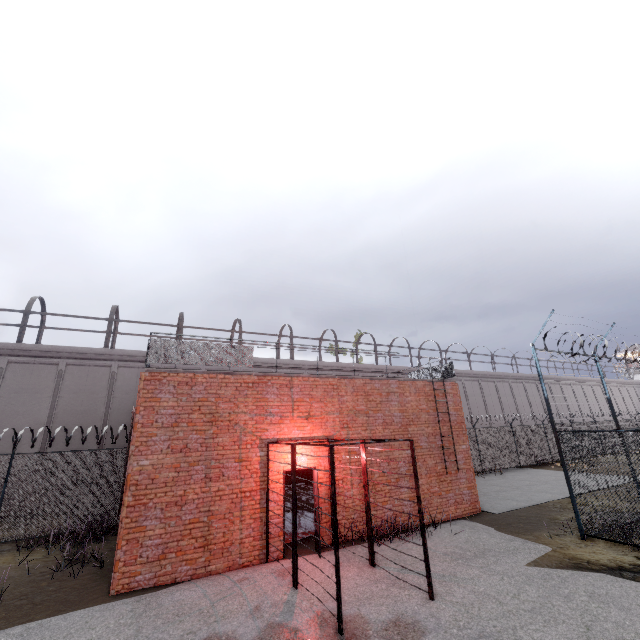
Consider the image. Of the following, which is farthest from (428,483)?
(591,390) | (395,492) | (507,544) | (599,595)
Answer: (591,390)

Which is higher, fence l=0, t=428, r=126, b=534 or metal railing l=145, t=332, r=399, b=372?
metal railing l=145, t=332, r=399, b=372

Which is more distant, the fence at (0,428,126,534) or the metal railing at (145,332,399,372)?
the fence at (0,428,126,534)

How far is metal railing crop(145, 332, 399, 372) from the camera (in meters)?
8.96

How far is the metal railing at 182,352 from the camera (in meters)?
8.96

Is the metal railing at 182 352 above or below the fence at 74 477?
above

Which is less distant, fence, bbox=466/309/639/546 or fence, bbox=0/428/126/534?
fence, bbox=466/309/639/546
